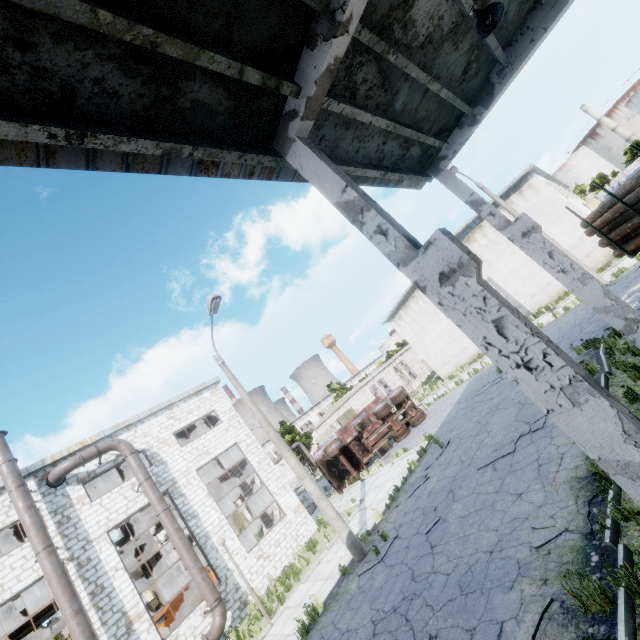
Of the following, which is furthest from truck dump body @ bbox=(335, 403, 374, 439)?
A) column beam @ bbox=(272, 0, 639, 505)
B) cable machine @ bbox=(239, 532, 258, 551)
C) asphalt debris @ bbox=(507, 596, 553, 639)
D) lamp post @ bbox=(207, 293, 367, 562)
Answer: column beam @ bbox=(272, 0, 639, 505)

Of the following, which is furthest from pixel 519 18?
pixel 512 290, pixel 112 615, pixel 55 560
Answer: pixel 112 615

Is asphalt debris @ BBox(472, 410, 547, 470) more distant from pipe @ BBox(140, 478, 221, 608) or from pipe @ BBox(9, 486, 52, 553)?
pipe @ BBox(9, 486, 52, 553)

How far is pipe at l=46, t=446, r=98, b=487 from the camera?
14.4m

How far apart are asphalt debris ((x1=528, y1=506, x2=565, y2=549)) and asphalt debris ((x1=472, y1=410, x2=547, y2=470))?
2.6m

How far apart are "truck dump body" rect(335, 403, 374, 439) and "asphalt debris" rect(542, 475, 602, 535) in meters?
21.8 m

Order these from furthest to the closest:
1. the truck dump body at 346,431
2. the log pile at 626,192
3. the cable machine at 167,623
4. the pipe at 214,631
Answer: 1. the truck dump body at 346,431
2. the cable machine at 167,623
3. the pipe at 214,631
4. the log pile at 626,192

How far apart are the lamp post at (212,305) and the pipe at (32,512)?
9.5m
